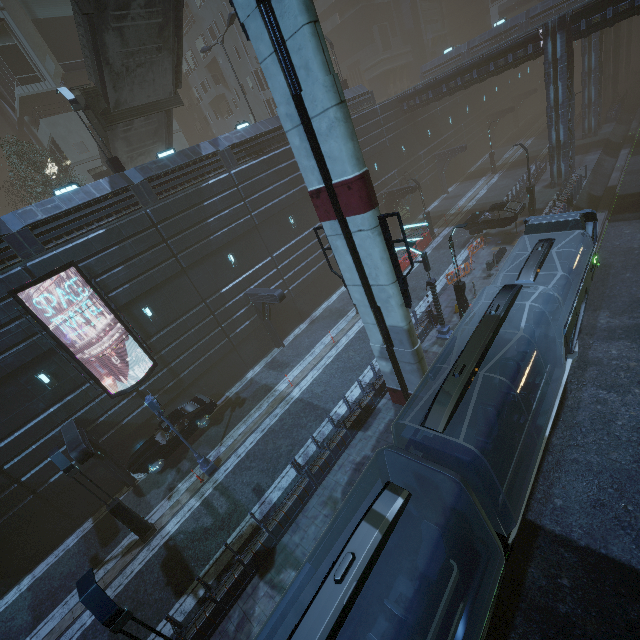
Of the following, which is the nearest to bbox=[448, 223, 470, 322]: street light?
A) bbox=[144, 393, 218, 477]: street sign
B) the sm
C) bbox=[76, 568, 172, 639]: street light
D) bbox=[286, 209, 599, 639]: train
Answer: bbox=[286, 209, 599, 639]: train

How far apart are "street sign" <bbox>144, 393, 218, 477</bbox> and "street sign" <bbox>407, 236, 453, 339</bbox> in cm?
1331

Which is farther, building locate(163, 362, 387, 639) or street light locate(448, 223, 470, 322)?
street light locate(448, 223, 470, 322)

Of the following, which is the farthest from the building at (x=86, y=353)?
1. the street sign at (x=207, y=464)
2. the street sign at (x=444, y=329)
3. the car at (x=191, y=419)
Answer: the street sign at (x=207, y=464)

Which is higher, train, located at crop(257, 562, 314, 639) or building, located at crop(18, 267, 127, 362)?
building, located at crop(18, 267, 127, 362)

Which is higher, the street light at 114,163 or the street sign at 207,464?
the street light at 114,163

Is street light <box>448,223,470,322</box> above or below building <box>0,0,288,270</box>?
below

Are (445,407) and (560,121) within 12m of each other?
no
